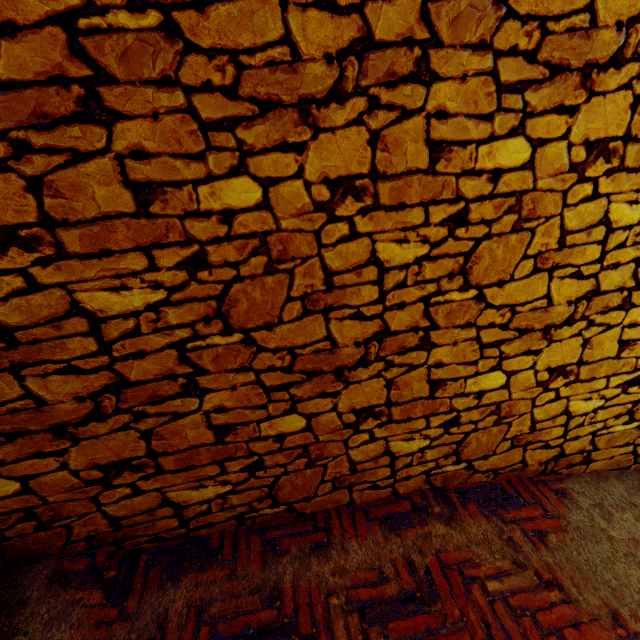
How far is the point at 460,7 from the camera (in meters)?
1.24
